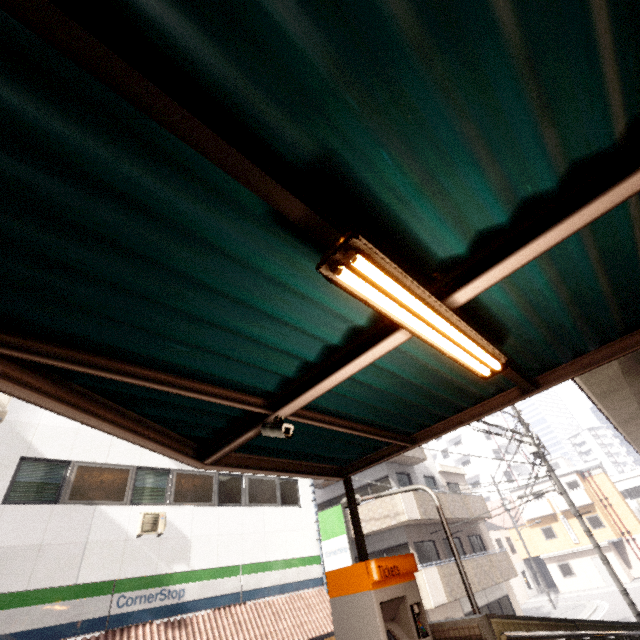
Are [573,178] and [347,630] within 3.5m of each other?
no

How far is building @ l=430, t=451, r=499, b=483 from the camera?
46.2 meters

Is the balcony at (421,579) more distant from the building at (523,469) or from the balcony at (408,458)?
the building at (523,469)

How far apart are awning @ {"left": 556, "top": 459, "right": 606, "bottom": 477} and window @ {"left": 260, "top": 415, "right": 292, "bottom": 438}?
46.3 meters

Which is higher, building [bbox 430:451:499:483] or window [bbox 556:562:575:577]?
building [bbox 430:451:499:483]

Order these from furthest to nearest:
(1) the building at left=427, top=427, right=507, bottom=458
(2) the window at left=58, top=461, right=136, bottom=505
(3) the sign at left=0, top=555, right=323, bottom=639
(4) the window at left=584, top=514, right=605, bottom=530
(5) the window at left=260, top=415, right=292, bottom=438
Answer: (1) the building at left=427, top=427, right=507, bottom=458 → (4) the window at left=584, top=514, right=605, bottom=530 → (2) the window at left=58, top=461, right=136, bottom=505 → (3) the sign at left=0, top=555, right=323, bottom=639 → (5) the window at left=260, top=415, right=292, bottom=438

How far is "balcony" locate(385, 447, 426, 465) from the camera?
17.5 meters

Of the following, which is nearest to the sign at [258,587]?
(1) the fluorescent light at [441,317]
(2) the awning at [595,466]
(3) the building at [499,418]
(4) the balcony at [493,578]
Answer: (4) the balcony at [493,578]
